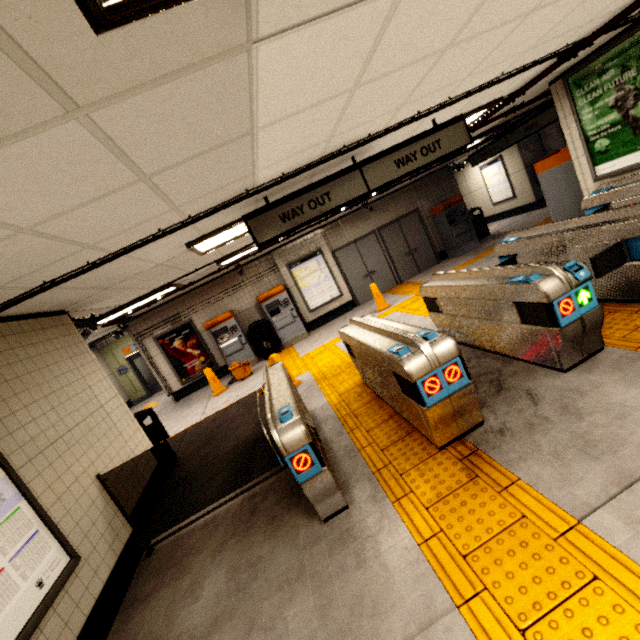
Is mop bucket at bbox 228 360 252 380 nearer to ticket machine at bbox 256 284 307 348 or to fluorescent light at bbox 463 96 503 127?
ticket machine at bbox 256 284 307 348

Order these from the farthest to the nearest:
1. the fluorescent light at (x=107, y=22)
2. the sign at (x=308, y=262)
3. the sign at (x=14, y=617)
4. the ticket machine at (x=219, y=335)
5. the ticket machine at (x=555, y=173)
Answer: the sign at (x=308, y=262), the ticket machine at (x=219, y=335), the ticket machine at (x=555, y=173), the sign at (x=14, y=617), the fluorescent light at (x=107, y=22)

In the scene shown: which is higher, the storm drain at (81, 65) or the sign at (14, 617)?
the storm drain at (81, 65)

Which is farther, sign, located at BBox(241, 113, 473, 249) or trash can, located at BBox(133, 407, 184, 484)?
trash can, located at BBox(133, 407, 184, 484)

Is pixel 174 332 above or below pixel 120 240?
below

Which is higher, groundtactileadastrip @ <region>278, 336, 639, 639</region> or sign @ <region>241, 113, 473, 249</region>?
sign @ <region>241, 113, 473, 249</region>

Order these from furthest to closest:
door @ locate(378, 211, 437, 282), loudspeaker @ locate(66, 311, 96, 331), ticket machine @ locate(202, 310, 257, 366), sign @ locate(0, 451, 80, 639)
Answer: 1. door @ locate(378, 211, 437, 282)
2. ticket machine @ locate(202, 310, 257, 366)
3. loudspeaker @ locate(66, 311, 96, 331)
4. sign @ locate(0, 451, 80, 639)

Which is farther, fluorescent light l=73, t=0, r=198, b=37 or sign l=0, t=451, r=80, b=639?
sign l=0, t=451, r=80, b=639
